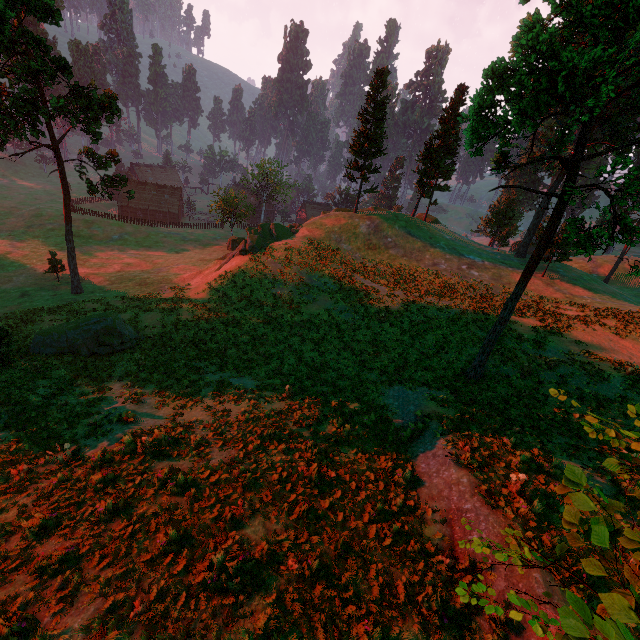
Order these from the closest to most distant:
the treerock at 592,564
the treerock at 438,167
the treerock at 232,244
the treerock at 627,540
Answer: the treerock at 627,540 < the treerock at 592,564 < the treerock at 438,167 < the treerock at 232,244

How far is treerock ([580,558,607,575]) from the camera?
3.0 meters

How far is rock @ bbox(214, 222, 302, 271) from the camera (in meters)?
35.16

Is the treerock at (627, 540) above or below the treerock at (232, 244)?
above

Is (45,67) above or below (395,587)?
above
